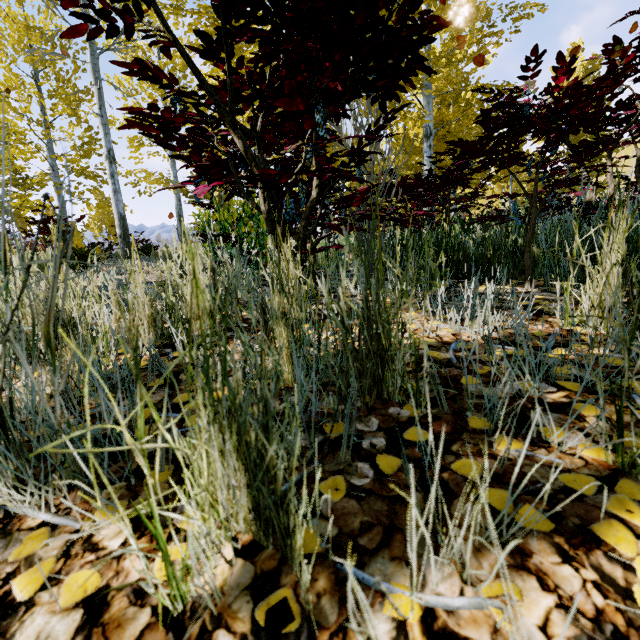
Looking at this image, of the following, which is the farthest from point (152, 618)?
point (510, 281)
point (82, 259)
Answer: point (82, 259)
